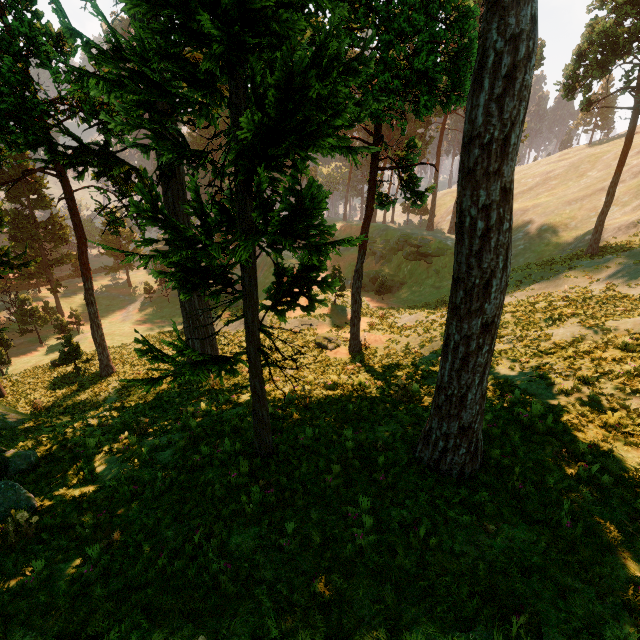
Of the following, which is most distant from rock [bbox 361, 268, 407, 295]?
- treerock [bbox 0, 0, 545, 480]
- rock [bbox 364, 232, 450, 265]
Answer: treerock [bbox 0, 0, 545, 480]

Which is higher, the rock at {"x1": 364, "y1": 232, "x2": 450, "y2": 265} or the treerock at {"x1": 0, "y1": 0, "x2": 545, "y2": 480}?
the treerock at {"x1": 0, "y1": 0, "x2": 545, "y2": 480}

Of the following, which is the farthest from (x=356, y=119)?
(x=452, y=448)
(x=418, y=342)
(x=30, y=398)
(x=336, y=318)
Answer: (x=30, y=398)

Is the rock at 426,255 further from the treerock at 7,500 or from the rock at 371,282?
the treerock at 7,500

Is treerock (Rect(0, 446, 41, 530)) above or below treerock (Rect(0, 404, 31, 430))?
above

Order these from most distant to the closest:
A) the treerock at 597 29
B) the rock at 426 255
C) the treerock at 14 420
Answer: the rock at 426 255 → the treerock at 597 29 → the treerock at 14 420

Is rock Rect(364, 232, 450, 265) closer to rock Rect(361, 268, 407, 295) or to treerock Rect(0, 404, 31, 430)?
rock Rect(361, 268, 407, 295)
